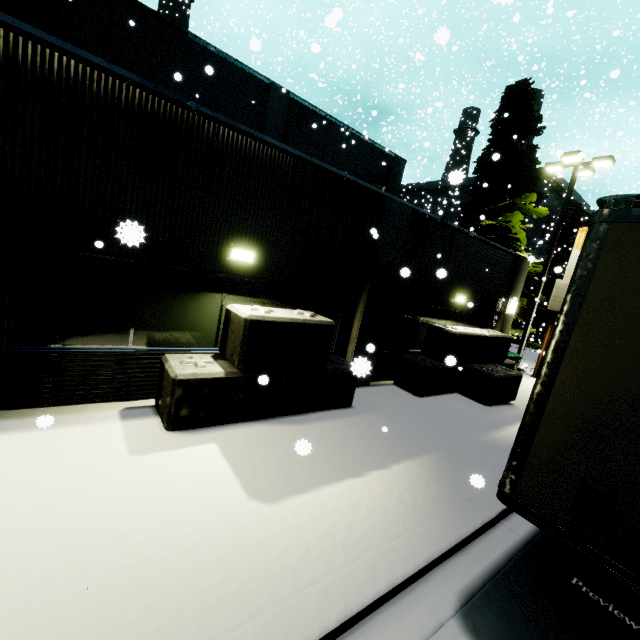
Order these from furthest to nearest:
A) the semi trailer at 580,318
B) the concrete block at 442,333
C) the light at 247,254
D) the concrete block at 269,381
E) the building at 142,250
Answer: the concrete block at 442,333, the light at 247,254, the concrete block at 269,381, the building at 142,250, the semi trailer at 580,318

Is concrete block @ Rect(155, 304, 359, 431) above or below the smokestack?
below

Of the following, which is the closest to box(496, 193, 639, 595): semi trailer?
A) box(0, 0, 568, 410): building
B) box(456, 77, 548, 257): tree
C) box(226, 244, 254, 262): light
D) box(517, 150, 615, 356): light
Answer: box(0, 0, 568, 410): building

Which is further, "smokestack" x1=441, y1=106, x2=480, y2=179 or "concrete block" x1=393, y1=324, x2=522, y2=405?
"smokestack" x1=441, y1=106, x2=480, y2=179

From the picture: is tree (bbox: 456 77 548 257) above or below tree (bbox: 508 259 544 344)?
above

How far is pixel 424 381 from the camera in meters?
8.9

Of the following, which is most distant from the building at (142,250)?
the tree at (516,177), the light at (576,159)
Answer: the light at (576,159)

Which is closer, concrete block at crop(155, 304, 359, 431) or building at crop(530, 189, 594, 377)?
concrete block at crop(155, 304, 359, 431)
